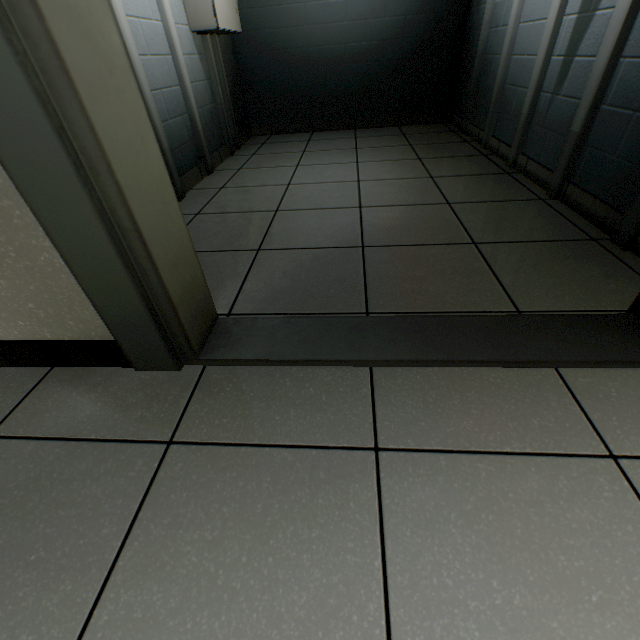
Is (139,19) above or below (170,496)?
above

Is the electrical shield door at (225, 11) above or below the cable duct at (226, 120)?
above

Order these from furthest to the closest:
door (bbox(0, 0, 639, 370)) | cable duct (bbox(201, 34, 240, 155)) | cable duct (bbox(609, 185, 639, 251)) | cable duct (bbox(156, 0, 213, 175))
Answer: cable duct (bbox(201, 34, 240, 155)) → cable duct (bbox(156, 0, 213, 175)) → cable duct (bbox(609, 185, 639, 251)) → door (bbox(0, 0, 639, 370))

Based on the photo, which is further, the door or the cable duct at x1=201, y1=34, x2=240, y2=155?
the cable duct at x1=201, y1=34, x2=240, y2=155

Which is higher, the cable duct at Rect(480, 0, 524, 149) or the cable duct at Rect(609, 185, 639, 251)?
the cable duct at Rect(480, 0, 524, 149)

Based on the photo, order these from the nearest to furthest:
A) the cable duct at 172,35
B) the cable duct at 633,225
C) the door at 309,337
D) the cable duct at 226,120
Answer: the door at 309,337 < the cable duct at 633,225 < the cable duct at 172,35 < the cable duct at 226,120

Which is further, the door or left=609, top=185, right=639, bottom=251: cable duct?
left=609, top=185, right=639, bottom=251: cable duct

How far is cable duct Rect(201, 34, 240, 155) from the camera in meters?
2.7
